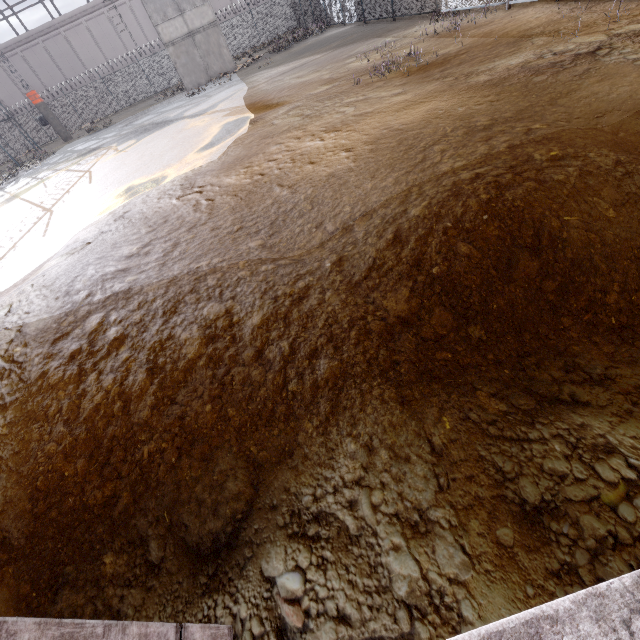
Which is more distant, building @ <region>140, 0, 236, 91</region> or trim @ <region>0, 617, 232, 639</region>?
building @ <region>140, 0, 236, 91</region>

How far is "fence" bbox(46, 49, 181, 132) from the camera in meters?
31.4

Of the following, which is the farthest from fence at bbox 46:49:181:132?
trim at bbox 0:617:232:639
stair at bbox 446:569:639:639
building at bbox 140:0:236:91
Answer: building at bbox 140:0:236:91

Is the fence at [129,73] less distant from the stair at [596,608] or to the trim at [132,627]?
the trim at [132,627]

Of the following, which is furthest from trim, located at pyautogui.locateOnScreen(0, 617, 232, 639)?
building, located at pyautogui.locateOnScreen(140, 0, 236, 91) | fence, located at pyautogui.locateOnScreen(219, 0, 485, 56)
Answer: building, located at pyautogui.locateOnScreen(140, 0, 236, 91)

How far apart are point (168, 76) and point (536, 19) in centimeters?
3670cm

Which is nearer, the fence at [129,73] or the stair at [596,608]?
the stair at [596,608]

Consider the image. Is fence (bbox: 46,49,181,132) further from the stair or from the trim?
the stair
